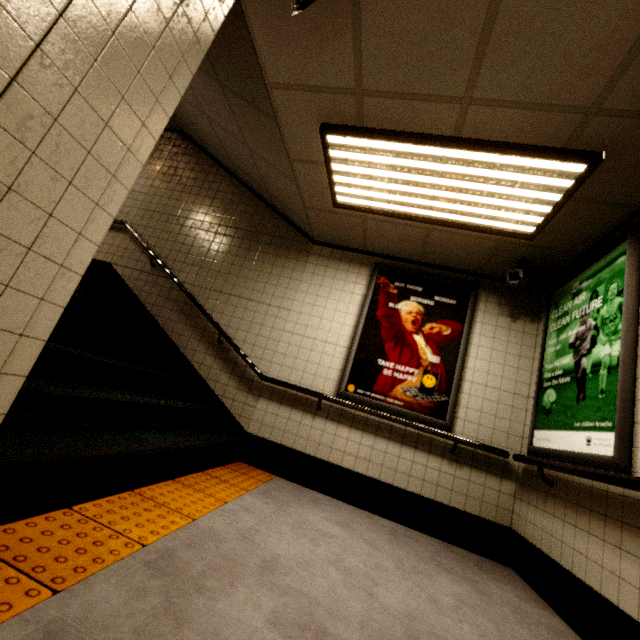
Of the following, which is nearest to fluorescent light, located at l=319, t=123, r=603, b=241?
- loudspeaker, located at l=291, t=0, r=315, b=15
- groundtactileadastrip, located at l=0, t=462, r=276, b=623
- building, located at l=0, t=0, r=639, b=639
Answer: building, located at l=0, t=0, r=639, b=639

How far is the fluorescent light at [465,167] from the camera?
2.30m

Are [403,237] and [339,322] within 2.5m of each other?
yes

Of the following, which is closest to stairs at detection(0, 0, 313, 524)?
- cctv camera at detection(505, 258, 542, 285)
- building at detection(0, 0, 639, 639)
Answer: building at detection(0, 0, 639, 639)

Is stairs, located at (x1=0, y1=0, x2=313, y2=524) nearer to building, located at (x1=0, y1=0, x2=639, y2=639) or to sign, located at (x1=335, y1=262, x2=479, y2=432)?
building, located at (x1=0, y1=0, x2=639, y2=639)

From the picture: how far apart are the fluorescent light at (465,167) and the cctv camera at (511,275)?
0.4m

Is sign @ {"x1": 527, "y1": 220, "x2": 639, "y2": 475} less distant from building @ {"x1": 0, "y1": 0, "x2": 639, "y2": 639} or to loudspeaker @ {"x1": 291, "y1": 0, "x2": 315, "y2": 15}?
building @ {"x1": 0, "y1": 0, "x2": 639, "y2": 639}

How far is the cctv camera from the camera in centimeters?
329cm
